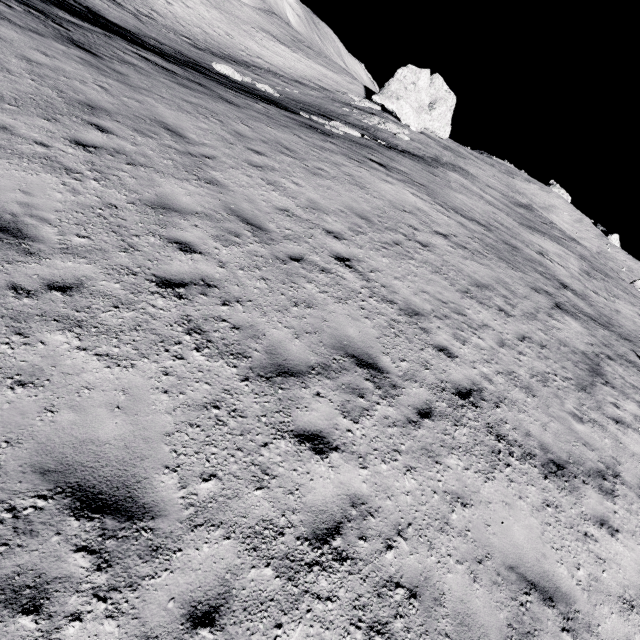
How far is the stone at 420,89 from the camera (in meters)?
36.78

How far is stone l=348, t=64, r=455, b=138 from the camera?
36.8m

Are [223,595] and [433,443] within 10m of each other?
yes
